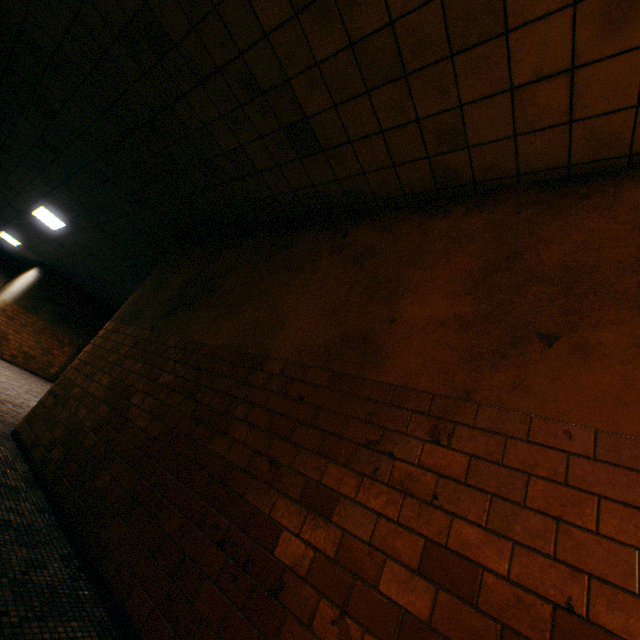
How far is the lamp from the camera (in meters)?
8.32

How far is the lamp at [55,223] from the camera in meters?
8.3 m

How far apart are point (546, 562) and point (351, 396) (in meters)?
1.24
